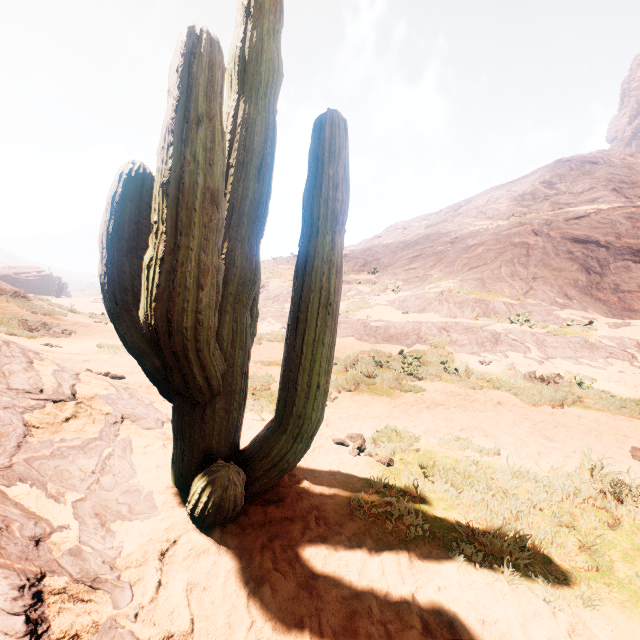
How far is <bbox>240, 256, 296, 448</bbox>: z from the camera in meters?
4.5

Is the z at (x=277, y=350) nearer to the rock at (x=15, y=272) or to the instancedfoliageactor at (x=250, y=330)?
the instancedfoliageactor at (x=250, y=330)

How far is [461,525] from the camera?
2.4m

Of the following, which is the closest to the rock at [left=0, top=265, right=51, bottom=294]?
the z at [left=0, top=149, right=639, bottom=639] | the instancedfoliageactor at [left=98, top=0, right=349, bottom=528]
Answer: the z at [left=0, top=149, right=639, bottom=639]

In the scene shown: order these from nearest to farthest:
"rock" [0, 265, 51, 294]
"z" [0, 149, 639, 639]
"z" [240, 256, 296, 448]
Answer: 1. "z" [0, 149, 639, 639]
2. "z" [240, 256, 296, 448]
3. "rock" [0, 265, 51, 294]

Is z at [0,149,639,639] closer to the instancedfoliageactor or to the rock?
the instancedfoliageactor

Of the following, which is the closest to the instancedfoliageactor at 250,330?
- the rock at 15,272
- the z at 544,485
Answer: the z at 544,485
